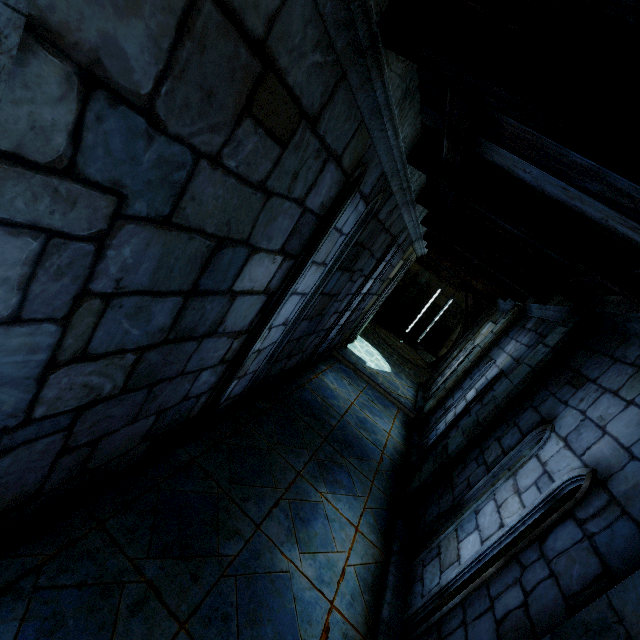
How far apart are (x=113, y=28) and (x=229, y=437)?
4.2 meters
